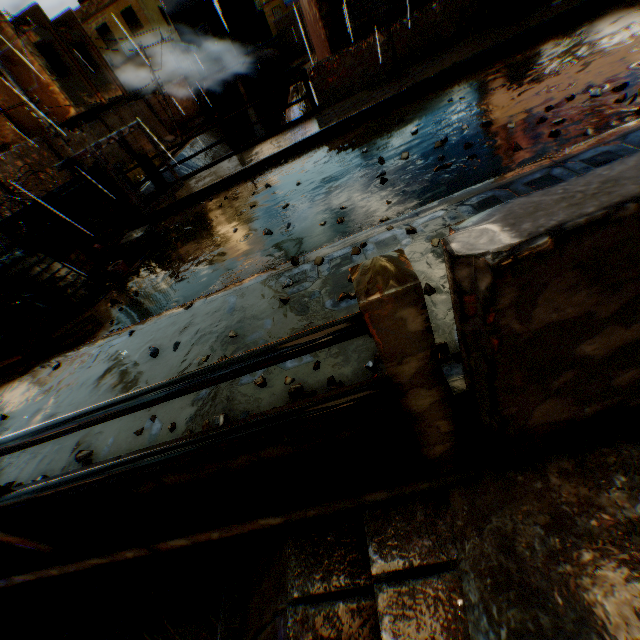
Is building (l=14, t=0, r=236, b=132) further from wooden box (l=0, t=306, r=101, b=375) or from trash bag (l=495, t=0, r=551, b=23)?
wooden box (l=0, t=306, r=101, b=375)

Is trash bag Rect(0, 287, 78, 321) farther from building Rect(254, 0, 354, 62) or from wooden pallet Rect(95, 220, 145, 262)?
building Rect(254, 0, 354, 62)

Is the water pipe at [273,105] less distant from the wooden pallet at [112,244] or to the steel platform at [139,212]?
the steel platform at [139,212]

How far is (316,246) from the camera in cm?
361

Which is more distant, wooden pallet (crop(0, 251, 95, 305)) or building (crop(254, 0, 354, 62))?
building (crop(254, 0, 354, 62))

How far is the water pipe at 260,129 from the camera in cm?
2827

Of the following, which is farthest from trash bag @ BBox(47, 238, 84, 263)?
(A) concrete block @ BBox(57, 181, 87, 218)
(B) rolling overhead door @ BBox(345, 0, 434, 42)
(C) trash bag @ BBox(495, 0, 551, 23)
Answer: (C) trash bag @ BBox(495, 0, 551, 23)

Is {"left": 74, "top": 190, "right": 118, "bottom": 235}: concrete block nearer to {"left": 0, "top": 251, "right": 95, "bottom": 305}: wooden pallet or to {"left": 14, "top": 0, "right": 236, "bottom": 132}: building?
{"left": 0, "top": 251, "right": 95, "bottom": 305}: wooden pallet
